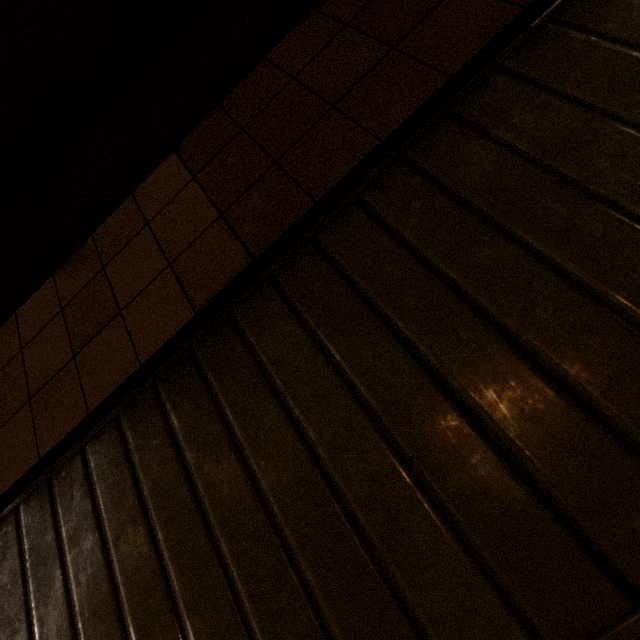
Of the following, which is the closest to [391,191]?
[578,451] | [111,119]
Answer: [578,451]
